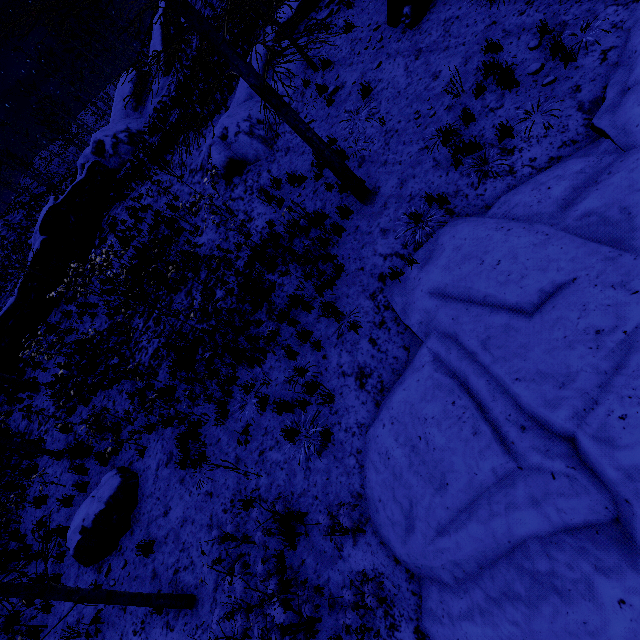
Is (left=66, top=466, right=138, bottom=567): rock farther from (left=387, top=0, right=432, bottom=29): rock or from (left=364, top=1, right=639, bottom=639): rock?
(left=387, top=0, right=432, bottom=29): rock

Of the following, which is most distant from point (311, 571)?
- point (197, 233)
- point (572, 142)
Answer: point (197, 233)

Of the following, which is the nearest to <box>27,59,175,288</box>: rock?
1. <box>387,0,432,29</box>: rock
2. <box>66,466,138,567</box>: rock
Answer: <box>66,466,138,567</box>: rock

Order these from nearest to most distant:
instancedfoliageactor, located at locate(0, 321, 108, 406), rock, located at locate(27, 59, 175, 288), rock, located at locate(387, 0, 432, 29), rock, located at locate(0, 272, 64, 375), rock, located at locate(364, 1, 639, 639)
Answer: rock, located at locate(364, 1, 639, 639)
rock, located at locate(387, 0, 432, 29)
instancedfoliageactor, located at locate(0, 321, 108, 406)
rock, located at locate(0, 272, 64, 375)
rock, located at locate(27, 59, 175, 288)

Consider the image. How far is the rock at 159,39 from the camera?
22.4 meters

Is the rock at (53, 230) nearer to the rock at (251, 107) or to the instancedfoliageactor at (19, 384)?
the instancedfoliageactor at (19, 384)

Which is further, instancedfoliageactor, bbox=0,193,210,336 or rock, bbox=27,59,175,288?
rock, bbox=27,59,175,288

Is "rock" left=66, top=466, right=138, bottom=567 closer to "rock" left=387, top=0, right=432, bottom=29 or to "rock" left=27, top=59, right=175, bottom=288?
"rock" left=27, top=59, right=175, bottom=288
